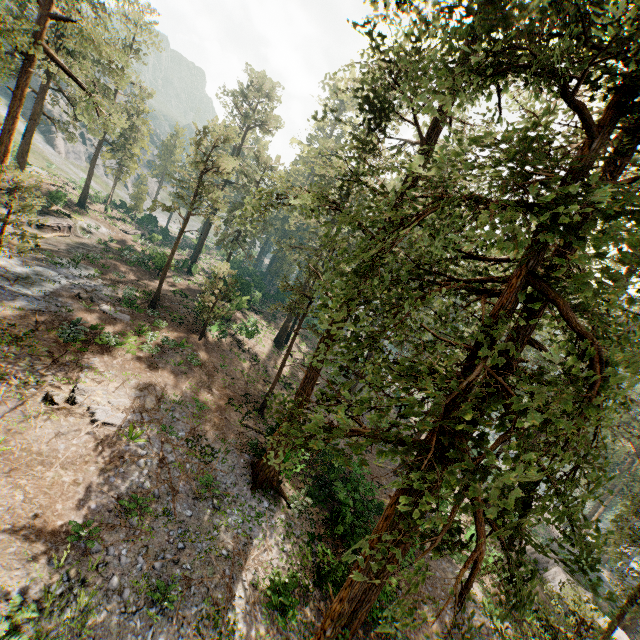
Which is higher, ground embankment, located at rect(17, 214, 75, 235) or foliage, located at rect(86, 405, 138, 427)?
ground embankment, located at rect(17, 214, 75, 235)

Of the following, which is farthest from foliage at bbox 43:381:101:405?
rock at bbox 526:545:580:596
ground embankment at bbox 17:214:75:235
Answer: ground embankment at bbox 17:214:75:235

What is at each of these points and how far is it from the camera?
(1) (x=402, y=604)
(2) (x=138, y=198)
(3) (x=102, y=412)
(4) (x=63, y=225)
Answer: (1) foliage, 5.5 meters
(2) foliage, 48.9 meters
(3) foliage, 14.8 meters
(4) ground embankment, 33.4 meters

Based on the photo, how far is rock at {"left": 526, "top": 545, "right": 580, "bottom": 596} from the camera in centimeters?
2585cm

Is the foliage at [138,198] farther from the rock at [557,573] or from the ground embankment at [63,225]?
the ground embankment at [63,225]

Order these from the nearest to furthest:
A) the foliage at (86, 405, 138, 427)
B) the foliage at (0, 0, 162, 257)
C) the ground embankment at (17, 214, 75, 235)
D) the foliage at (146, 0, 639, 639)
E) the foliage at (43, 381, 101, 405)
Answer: the foliage at (146, 0, 639, 639)
the foliage at (43, 381, 101, 405)
the foliage at (86, 405, 138, 427)
the foliage at (0, 0, 162, 257)
the ground embankment at (17, 214, 75, 235)

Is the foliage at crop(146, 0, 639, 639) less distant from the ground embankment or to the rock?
the rock

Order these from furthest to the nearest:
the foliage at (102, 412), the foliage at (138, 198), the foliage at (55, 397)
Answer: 1. the foliage at (138, 198)
2. the foliage at (102, 412)
3. the foliage at (55, 397)
